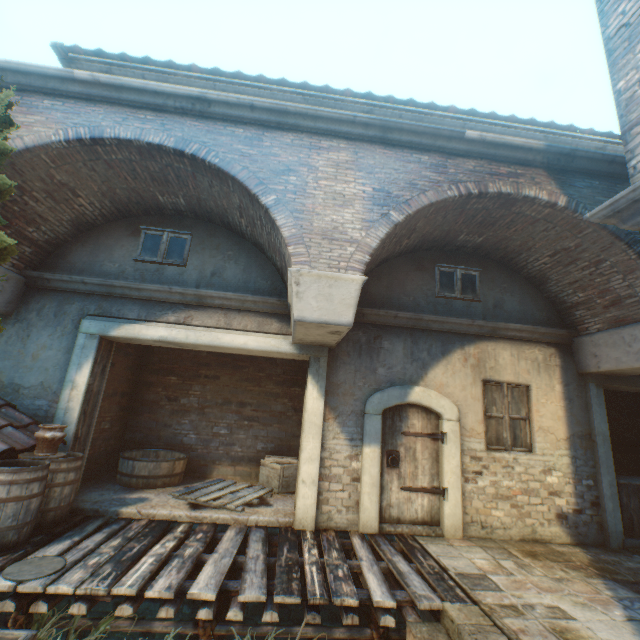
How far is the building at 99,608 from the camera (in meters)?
4.82

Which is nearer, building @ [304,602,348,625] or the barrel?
the barrel

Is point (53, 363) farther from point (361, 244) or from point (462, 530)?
point (462, 530)

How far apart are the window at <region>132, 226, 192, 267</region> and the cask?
4.0m

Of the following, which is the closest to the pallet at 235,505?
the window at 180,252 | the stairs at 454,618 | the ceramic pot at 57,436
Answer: the ceramic pot at 57,436

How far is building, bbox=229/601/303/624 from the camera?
5.0m

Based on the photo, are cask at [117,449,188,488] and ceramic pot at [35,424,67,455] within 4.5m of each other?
yes

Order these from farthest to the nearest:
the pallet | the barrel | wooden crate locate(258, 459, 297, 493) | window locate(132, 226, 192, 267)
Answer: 1. wooden crate locate(258, 459, 297, 493)
2. window locate(132, 226, 192, 267)
3. the pallet
4. the barrel
